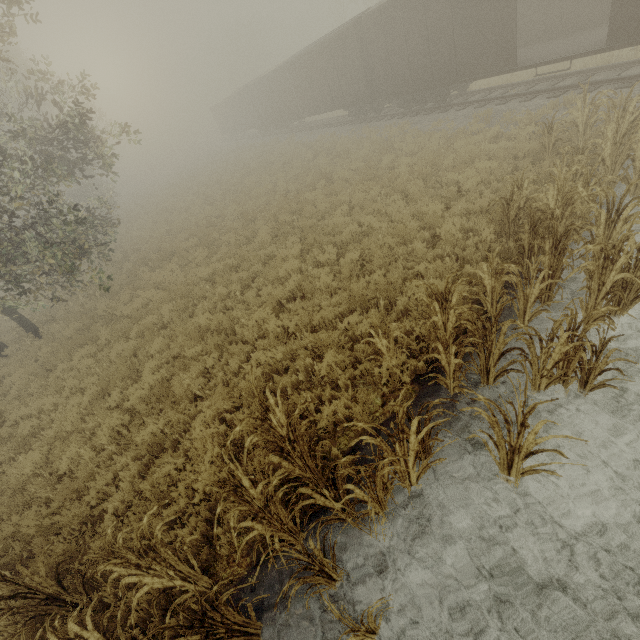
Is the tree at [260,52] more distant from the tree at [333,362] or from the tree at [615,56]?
the tree at [615,56]

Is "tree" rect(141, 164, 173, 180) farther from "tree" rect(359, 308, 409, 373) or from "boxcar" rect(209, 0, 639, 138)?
"tree" rect(359, 308, 409, 373)

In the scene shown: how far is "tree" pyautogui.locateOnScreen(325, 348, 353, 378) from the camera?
5.85m

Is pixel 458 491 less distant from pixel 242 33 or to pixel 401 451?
pixel 401 451

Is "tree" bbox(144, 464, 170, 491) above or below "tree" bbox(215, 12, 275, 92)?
below

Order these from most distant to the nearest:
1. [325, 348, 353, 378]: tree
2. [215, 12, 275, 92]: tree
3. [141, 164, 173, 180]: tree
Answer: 1. [141, 164, 173, 180]: tree
2. [215, 12, 275, 92]: tree
3. [325, 348, 353, 378]: tree

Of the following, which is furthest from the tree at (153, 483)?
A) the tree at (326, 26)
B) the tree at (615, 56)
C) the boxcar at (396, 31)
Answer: the tree at (326, 26)
